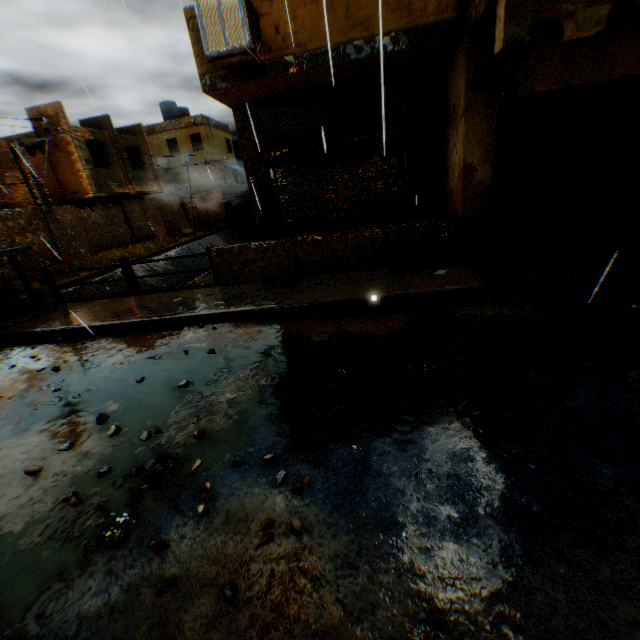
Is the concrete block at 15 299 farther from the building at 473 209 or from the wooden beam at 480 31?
the wooden beam at 480 31

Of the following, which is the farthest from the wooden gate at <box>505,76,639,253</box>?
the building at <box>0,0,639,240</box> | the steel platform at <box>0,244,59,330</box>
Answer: the steel platform at <box>0,244,59,330</box>

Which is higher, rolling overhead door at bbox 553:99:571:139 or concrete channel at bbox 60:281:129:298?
rolling overhead door at bbox 553:99:571:139

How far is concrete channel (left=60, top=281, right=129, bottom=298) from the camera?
14.0m

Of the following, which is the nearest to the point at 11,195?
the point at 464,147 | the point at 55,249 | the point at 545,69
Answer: the point at 55,249

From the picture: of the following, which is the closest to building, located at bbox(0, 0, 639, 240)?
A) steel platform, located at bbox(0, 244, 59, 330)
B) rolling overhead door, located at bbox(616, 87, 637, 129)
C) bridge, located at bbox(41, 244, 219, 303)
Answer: rolling overhead door, located at bbox(616, 87, 637, 129)

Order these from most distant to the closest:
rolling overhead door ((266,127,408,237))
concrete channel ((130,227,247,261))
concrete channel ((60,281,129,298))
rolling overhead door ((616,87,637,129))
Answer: concrete channel ((130,227,247,261)) < concrete channel ((60,281,129,298)) < rolling overhead door ((266,127,408,237)) < rolling overhead door ((616,87,637,129))

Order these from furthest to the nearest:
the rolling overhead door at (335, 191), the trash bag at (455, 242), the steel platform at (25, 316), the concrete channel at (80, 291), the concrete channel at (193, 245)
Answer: the concrete channel at (193, 245)
the concrete channel at (80, 291)
the rolling overhead door at (335, 191)
the steel platform at (25, 316)
the trash bag at (455, 242)
